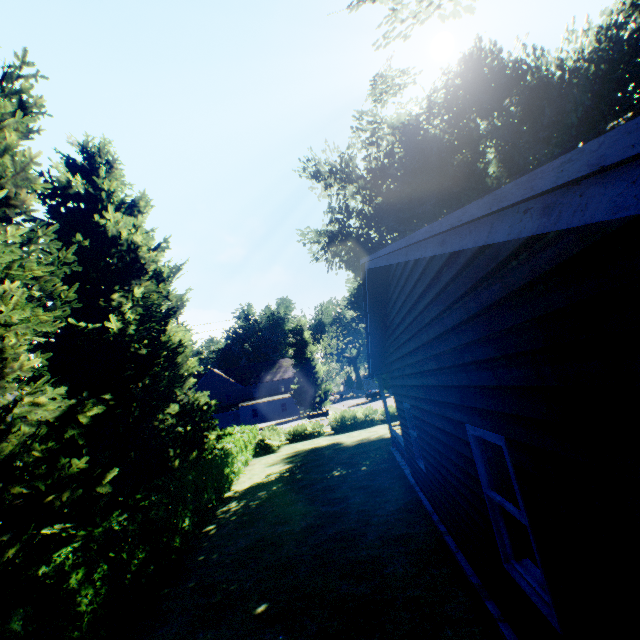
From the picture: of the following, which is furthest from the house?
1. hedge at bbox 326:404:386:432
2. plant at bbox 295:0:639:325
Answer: hedge at bbox 326:404:386:432

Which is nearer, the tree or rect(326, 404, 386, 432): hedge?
the tree

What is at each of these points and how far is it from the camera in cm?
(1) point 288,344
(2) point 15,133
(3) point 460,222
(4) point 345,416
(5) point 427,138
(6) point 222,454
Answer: (1) plant, 5284
(2) tree, 575
(3) house, 160
(4) hedge, 2536
(5) plant, 2167
(6) hedge, 1313

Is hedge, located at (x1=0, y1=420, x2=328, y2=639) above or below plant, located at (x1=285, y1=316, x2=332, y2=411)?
below

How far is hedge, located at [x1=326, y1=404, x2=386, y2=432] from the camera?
24.9 meters

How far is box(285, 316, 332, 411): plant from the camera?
50.53m

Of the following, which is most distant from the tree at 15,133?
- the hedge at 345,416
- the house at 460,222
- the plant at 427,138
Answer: the house at 460,222

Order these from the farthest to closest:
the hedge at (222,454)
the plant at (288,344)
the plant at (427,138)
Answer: the plant at (288,344), the plant at (427,138), the hedge at (222,454)
